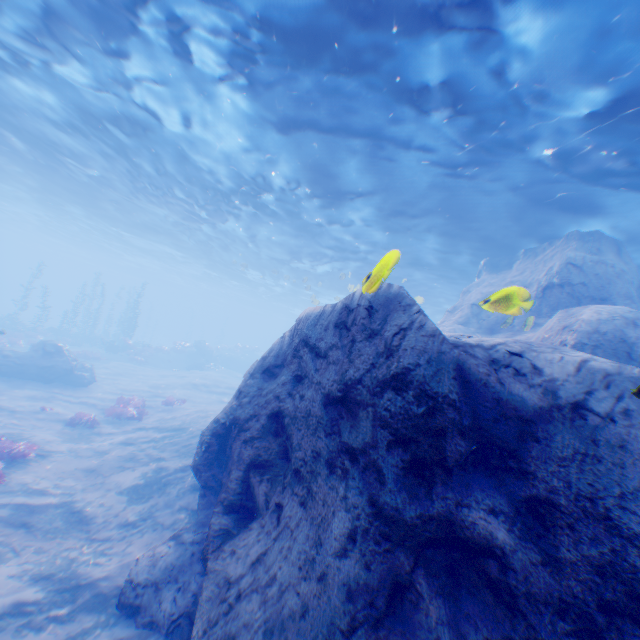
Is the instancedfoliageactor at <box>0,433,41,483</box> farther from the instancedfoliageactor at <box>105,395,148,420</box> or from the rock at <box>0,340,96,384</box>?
the instancedfoliageactor at <box>105,395,148,420</box>

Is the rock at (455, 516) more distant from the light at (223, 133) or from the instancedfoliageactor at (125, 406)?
the instancedfoliageactor at (125, 406)

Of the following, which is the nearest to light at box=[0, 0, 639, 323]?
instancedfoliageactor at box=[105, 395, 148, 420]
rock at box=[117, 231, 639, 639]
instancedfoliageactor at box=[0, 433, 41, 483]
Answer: rock at box=[117, 231, 639, 639]

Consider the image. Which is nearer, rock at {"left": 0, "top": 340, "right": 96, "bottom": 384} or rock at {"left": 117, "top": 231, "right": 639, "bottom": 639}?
rock at {"left": 117, "top": 231, "right": 639, "bottom": 639}

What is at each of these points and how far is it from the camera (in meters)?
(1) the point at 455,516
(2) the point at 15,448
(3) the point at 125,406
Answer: (1) rock, 3.72
(2) instancedfoliageactor, 9.81
(3) instancedfoliageactor, 16.05

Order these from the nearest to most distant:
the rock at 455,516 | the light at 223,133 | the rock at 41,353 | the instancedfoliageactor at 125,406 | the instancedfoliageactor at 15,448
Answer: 1. the rock at 455,516
2. the light at 223,133
3. the instancedfoliageactor at 15,448
4. the instancedfoliageactor at 125,406
5. the rock at 41,353

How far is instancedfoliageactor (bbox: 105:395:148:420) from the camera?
15.4m
